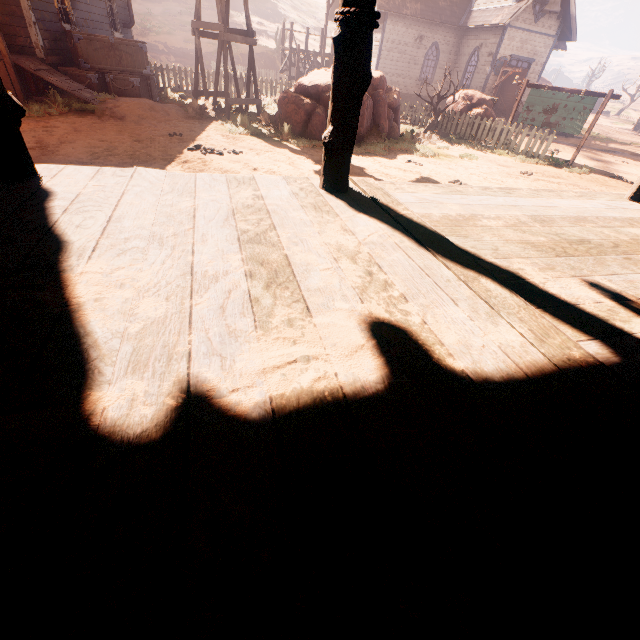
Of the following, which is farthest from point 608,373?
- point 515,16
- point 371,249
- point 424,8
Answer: point 424,8

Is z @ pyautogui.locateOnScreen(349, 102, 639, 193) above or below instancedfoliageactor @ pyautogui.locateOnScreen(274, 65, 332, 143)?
below

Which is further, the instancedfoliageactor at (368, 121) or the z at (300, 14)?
the z at (300, 14)

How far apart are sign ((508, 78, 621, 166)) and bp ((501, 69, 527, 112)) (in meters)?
9.90

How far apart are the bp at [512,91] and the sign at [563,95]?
9.9m

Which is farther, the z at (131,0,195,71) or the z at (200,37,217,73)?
the z at (200,37,217,73)

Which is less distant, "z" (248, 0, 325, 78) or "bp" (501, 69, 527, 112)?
"bp" (501, 69, 527, 112)

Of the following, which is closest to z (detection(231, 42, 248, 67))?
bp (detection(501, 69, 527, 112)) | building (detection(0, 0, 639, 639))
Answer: building (detection(0, 0, 639, 639))
